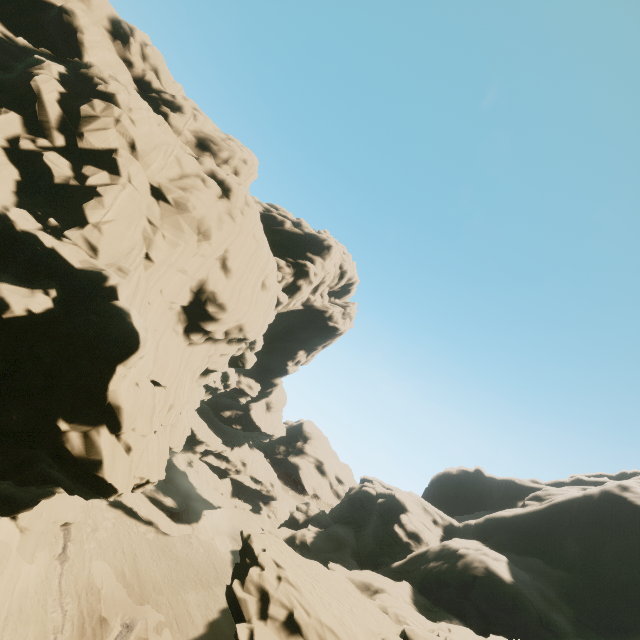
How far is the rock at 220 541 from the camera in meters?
40.7 m

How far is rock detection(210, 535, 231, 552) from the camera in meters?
40.7 m

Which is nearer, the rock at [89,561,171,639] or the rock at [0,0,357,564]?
the rock at [0,0,357,564]

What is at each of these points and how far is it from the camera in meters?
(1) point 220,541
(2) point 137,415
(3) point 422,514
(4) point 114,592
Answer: (1) rock, 41.7
(2) rock, 12.2
(3) rock, 45.1
(4) rock, 28.2

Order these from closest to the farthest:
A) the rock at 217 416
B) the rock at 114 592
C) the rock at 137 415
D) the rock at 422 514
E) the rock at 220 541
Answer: the rock at 137 415
the rock at 422 514
the rock at 114 592
the rock at 220 541
the rock at 217 416
